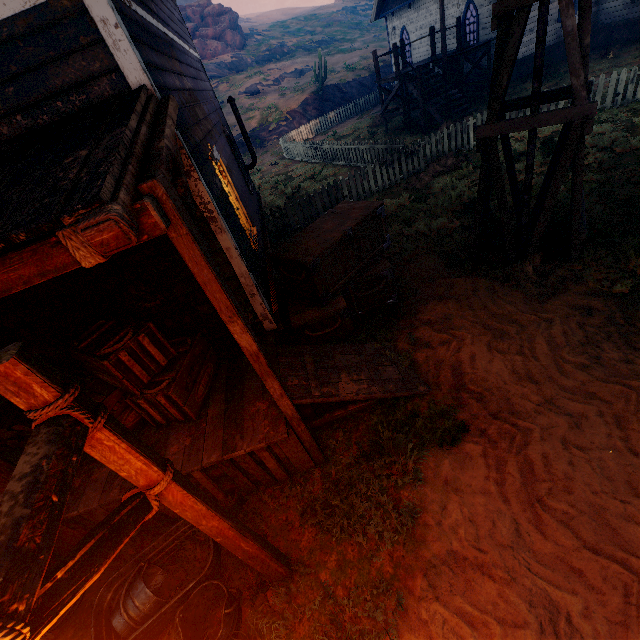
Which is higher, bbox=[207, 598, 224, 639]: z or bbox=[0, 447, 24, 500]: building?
bbox=[0, 447, 24, 500]: building

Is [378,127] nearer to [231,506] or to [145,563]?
[231,506]

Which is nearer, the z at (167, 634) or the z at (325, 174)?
the z at (167, 634)

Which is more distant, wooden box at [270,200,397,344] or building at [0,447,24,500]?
wooden box at [270,200,397,344]

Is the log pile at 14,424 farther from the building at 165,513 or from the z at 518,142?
the z at 518,142

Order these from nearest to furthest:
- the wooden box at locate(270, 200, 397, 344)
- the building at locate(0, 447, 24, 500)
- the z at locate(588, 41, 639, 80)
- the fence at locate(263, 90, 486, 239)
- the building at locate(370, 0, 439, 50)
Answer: the building at locate(0, 447, 24, 500) < the wooden box at locate(270, 200, 397, 344) < the fence at locate(263, 90, 486, 239) < the z at locate(588, 41, 639, 80) < the building at locate(370, 0, 439, 50)

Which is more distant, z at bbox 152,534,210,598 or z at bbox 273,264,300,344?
z at bbox 273,264,300,344

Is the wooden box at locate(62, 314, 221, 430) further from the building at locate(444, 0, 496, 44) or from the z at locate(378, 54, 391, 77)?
the z at locate(378, 54, 391, 77)
